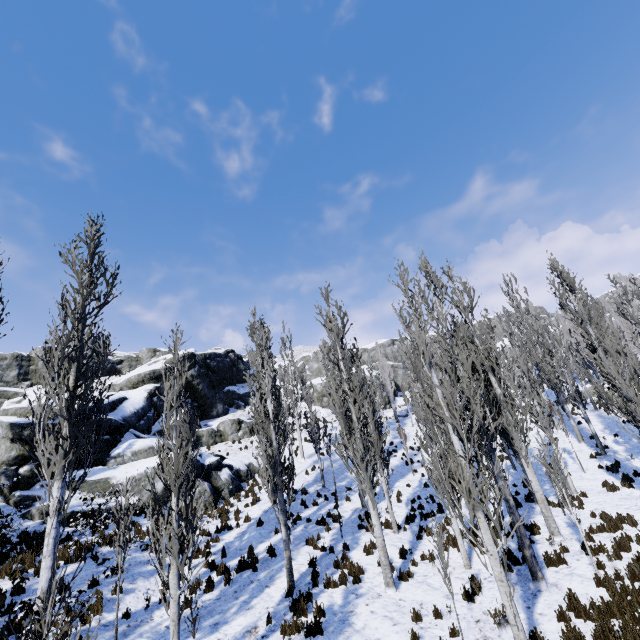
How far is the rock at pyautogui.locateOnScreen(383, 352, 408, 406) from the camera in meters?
48.2 m

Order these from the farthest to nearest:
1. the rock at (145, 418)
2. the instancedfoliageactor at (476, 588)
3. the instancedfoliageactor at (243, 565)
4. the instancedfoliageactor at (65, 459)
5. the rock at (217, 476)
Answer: the rock at (217, 476) < the rock at (145, 418) < the instancedfoliageactor at (243, 565) < the instancedfoliageactor at (476, 588) < the instancedfoliageactor at (65, 459)

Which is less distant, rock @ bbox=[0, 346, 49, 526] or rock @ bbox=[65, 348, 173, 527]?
rock @ bbox=[0, 346, 49, 526]

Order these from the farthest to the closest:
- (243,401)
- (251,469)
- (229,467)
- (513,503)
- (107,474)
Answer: (243,401), (251,469), (229,467), (107,474), (513,503)

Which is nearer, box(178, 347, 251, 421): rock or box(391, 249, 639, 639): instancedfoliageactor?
box(391, 249, 639, 639): instancedfoliageactor

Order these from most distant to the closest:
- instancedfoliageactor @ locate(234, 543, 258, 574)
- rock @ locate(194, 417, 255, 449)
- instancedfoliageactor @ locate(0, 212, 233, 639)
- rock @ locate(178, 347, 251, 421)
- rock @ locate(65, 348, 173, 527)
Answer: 1. rock @ locate(178, 347, 251, 421)
2. rock @ locate(194, 417, 255, 449)
3. rock @ locate(65, 348, 173, 527)
4. instancedfoliageactor @ locate(234, 543, 258, 574)
5. instancedfoliageactor @ locate(0, 212, 233, 639)

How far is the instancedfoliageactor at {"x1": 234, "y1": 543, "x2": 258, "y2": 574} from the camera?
11.46m

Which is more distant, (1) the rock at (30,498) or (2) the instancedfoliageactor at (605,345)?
(1) the rock at (30,498)
